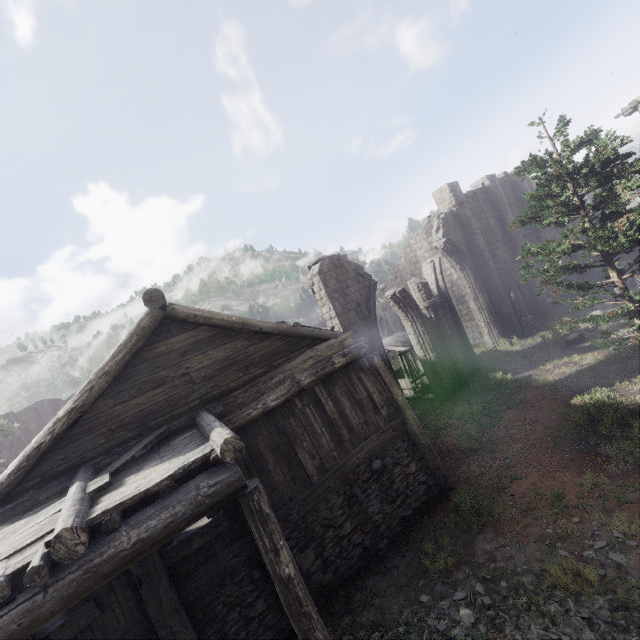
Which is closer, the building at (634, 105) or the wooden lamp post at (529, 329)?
the building at (634, 105)

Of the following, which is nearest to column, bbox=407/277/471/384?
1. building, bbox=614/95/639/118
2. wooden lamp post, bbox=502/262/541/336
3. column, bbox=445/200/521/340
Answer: building, bbox=614/95/639/118

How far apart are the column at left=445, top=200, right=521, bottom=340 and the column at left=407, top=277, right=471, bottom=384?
5.1 meters

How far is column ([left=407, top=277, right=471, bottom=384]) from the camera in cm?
1714

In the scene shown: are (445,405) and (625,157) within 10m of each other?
no

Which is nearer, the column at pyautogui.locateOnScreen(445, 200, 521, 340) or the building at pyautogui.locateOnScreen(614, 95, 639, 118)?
the building at pyautogui.locateOnScreen(614, 95, 639, 118)

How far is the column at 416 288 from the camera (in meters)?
17.14

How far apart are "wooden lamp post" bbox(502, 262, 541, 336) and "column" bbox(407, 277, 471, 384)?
6.2 meters
